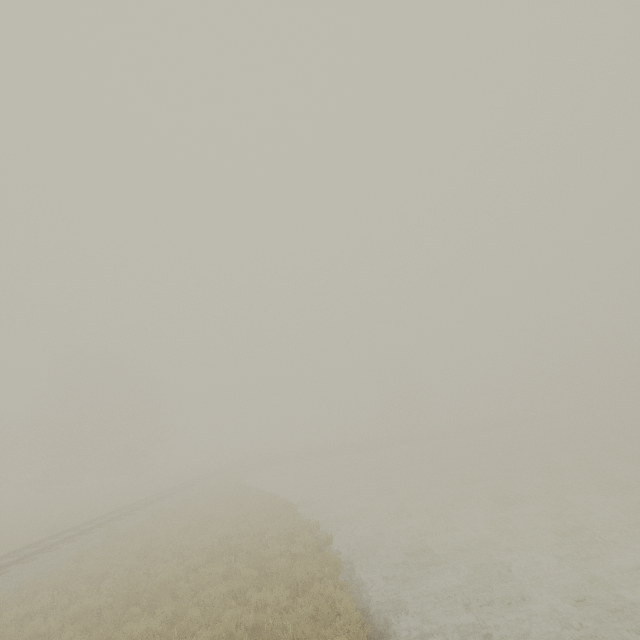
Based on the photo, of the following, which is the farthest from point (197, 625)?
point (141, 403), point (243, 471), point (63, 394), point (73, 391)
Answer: Result: point (63, 394)
